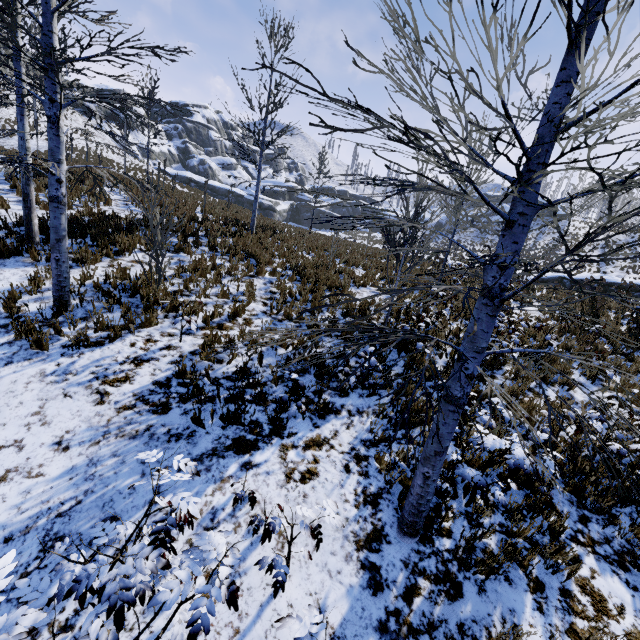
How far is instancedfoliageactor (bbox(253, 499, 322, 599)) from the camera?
2.78m

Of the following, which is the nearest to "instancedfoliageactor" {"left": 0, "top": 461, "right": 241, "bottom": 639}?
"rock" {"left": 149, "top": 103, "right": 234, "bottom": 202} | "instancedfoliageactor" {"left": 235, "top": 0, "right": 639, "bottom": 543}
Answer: "instancedfoliageactor" {"left": 235, "top": 0, "right": 639, "bottom": 543}

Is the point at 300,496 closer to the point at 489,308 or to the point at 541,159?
the point at 489,308

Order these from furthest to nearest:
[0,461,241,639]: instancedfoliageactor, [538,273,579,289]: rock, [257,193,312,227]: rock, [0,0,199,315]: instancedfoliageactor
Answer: [257,193,312,227]: rock → [538,273,579,289]: rock → [0,0,199,315]: instancedfoliageactor → [0,461,241,639]: instancedfoliageactor

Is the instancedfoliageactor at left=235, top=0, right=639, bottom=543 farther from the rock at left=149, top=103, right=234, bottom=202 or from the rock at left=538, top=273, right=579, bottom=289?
the rock at left=149, top=103, right=234, bottom=202

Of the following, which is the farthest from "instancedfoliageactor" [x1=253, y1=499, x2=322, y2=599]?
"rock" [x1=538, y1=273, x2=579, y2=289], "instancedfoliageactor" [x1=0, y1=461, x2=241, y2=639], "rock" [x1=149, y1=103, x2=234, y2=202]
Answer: "rock" [x1=538, y1=273, x2=579, y2=289]

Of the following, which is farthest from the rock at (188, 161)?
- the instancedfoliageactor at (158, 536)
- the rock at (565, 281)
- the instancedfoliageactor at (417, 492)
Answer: Result: the rock at (565, 281)

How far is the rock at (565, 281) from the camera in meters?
22.1 m
